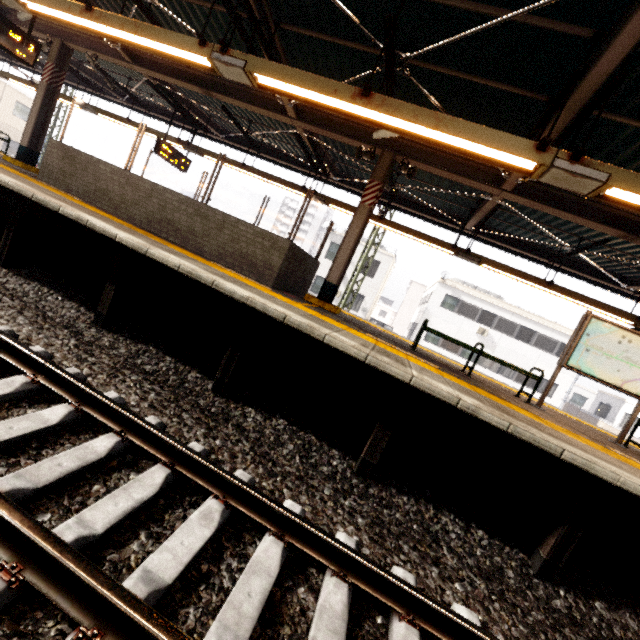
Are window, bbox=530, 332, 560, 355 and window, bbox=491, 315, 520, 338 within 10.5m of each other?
yes

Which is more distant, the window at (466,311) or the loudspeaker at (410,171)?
the window at (466,311)

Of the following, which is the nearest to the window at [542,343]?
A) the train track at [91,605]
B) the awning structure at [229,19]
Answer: the awning structure at [229,19]

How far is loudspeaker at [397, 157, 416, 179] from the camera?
6.7 meters

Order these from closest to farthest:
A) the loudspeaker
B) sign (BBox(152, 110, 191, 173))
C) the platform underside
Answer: the platform underside, the loudspeaker, sign (BBox(152, 110, 191, 173))

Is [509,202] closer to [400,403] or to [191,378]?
[400,403]

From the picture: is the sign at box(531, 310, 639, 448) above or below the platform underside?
above

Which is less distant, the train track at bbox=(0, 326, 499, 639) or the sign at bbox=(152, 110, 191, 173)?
the train track at bbox=(0, 326, 499, 639)
